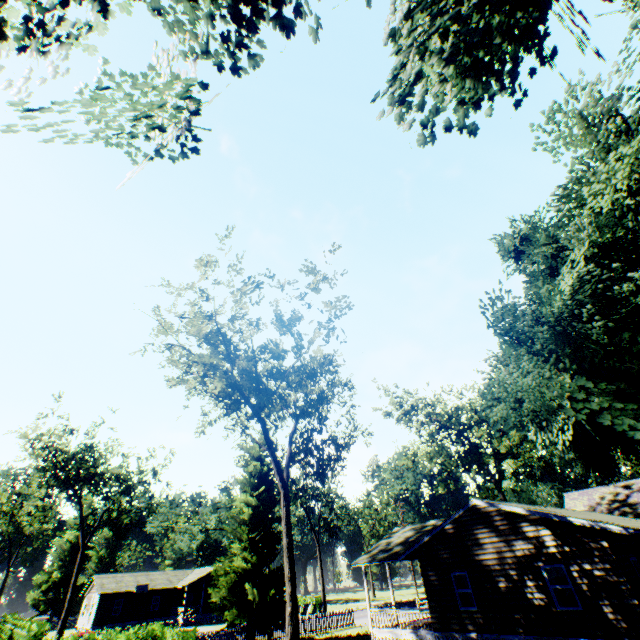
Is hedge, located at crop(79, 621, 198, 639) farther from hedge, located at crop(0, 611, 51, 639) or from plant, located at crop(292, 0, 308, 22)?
hedge, located at crop(0, 611, 51, 639)

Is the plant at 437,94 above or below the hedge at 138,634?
above

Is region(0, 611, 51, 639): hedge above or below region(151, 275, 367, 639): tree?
below

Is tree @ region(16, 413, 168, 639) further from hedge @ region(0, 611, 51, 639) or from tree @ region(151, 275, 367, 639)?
tree @ region(151, 275, 367, 639)

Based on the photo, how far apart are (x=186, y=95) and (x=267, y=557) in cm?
3326

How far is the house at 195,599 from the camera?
43.7m

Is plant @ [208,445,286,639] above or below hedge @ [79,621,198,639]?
above

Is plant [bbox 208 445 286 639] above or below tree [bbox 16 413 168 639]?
below
